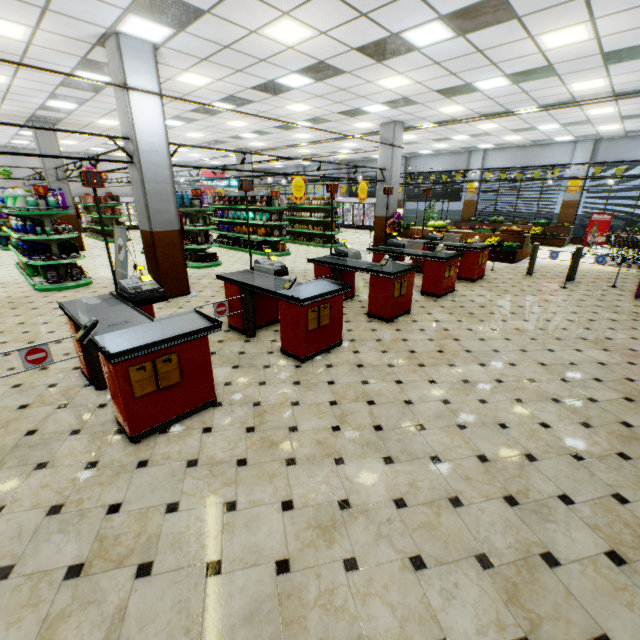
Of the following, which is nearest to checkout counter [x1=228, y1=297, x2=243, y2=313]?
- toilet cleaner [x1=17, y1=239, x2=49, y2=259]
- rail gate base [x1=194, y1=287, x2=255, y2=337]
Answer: rail gate base [x1=194, y1=287, x2=255, y2=337]

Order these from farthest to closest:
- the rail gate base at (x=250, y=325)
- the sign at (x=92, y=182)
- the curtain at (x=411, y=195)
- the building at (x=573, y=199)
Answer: the curtain at (x=411, y=195) < the building at (x=573, y=199) < the rail gate base at (x=250, y=325) < the sign at (x=92, y=182)

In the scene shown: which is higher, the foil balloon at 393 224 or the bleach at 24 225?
the bleach at 24 225

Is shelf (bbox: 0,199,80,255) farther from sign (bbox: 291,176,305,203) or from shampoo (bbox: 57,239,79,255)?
sign (bbox: 291,176,305,203)

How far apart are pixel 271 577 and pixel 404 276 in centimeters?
515cm

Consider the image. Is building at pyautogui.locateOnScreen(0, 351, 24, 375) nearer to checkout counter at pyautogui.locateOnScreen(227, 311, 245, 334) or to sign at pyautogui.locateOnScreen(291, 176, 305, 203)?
checkout counter at pyautogui.locateOnScreen(227, 311, 245, 334)

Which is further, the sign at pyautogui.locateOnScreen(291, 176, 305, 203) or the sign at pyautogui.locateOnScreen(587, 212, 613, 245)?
the sign at pyautogui.locateOnScreen(587, 212, 613, 245)

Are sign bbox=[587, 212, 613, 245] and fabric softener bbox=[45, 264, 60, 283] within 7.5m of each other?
no
